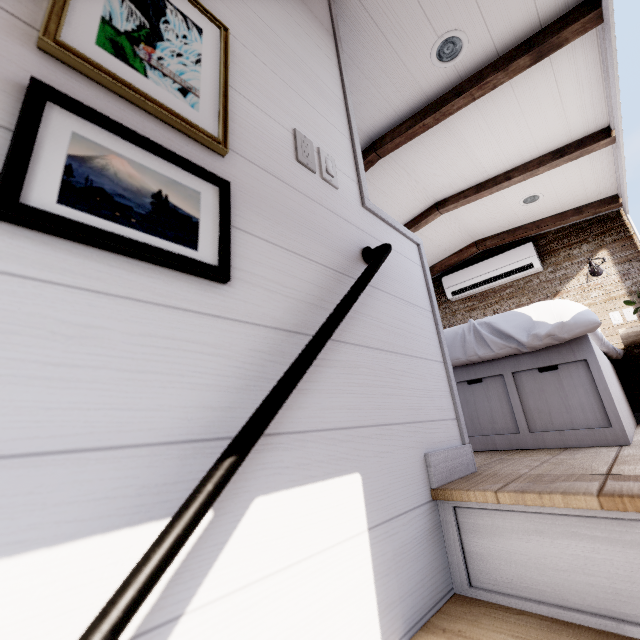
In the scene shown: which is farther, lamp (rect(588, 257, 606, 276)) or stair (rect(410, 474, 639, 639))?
lamp (rect(588, 257, 606, 276))

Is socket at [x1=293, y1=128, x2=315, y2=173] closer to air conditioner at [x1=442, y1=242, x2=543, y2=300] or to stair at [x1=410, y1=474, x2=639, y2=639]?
stair at [x1=410, y1=474, x2=639, y2=639]

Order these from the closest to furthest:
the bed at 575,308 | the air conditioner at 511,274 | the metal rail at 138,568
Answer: the metal rail at 138,568, the bed at 575,308, the air conditioner at 511,274

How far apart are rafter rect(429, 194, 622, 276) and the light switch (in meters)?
3.65

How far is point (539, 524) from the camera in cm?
79

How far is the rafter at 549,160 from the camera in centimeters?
251cm

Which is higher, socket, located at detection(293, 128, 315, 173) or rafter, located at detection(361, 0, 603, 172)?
rafter, located at detection(361, 0, 603, 172)

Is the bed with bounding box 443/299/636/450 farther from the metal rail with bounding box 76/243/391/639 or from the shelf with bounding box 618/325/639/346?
the metal rail with bounding box 76/243/391/639
